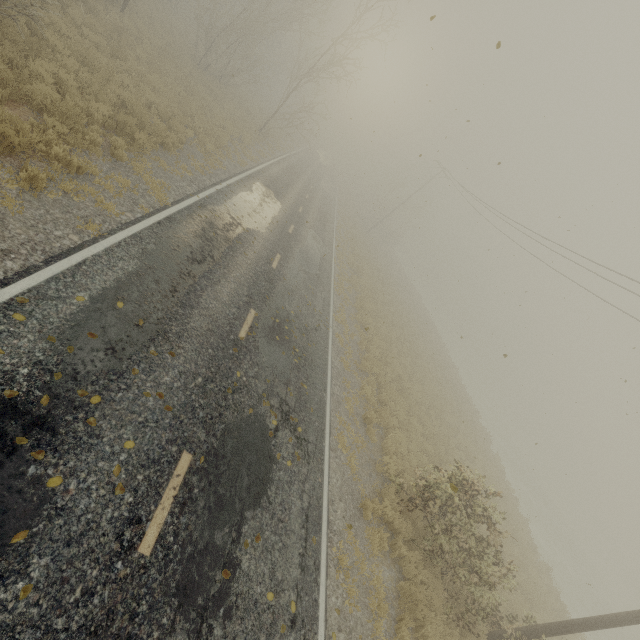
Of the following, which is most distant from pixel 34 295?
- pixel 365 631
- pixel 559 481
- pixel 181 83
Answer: pixel 559 481

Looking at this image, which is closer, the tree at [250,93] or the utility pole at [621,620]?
the utility pole at [621,620]

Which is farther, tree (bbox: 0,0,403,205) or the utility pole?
tree (bbox: 0,0,403,205)
